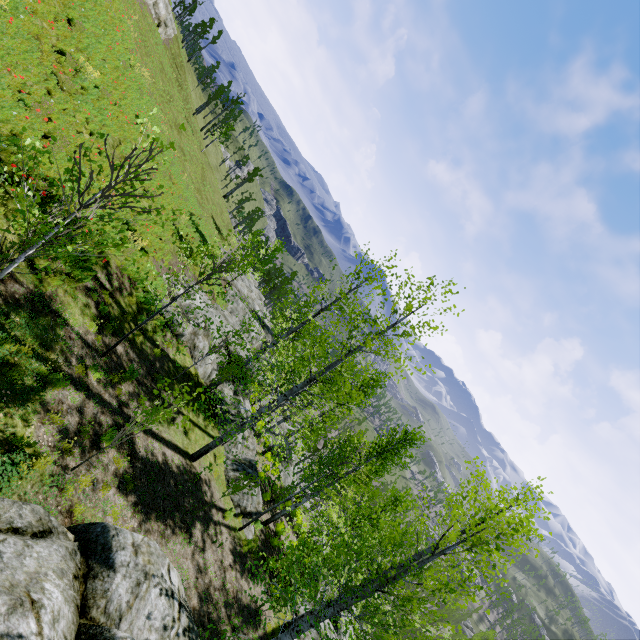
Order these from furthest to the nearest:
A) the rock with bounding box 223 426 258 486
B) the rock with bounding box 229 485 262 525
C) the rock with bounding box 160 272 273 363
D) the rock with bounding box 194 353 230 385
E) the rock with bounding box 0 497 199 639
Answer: the rock with bounding box 194 353 230 385, the rock with bounding box 160 272 273 363, the rock with bounding box 223 426 258 486, the rock with bounding box 229 485 262 525, the rock with bounding box 0 497 199 639

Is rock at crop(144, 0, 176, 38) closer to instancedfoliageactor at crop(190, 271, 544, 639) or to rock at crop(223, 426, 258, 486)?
rock at crop(223, 426, 258, 486)

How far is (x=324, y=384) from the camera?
10.5m

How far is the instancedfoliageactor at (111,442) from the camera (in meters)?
5.93

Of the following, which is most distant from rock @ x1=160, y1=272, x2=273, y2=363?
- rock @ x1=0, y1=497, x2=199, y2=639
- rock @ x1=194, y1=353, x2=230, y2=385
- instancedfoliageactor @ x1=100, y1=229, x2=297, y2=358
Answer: rock @ x1=194, y1=353, x2=230, y2=385

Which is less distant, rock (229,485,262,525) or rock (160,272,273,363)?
rock (229,485,262,525)

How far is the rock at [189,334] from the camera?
15.6m

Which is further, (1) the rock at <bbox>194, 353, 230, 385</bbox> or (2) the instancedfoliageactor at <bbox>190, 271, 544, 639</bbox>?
(1) the rock at <bbox>194, 353, 230, 385</bbox>
